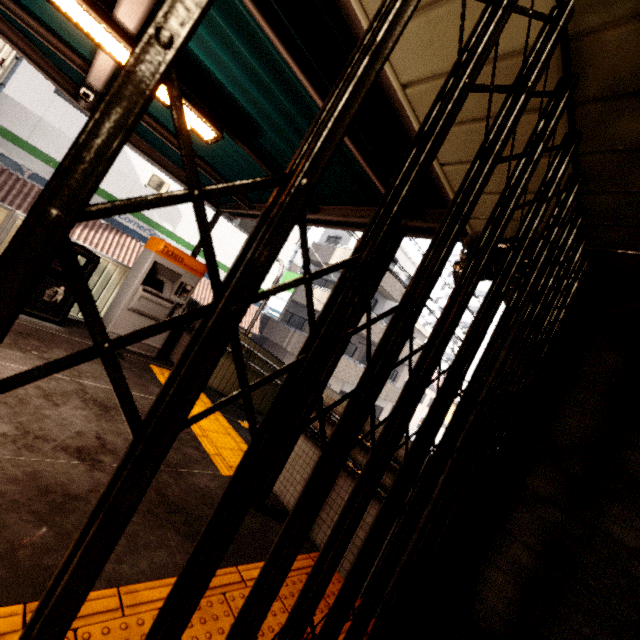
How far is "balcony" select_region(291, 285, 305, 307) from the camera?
20.4 meters

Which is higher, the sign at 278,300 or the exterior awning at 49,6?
the exterior awning at 49,6

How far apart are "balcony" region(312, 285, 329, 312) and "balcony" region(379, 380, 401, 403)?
1.6 meters

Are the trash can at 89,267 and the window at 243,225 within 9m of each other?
no

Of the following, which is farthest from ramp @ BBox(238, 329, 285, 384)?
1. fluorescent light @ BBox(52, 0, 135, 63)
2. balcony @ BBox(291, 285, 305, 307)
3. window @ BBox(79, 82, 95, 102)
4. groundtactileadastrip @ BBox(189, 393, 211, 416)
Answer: balcony @ BBox(291, 285, 305, 307)

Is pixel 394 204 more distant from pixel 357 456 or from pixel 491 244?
pixel 357 456

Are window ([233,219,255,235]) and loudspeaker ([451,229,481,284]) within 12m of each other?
no

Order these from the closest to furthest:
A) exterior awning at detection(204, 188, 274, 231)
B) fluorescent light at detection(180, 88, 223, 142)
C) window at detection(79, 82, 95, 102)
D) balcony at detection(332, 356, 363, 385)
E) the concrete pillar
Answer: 1. the concrete pillar
2. fluorescent light at detection(180, 88, 223, 142)
3. window at detection(79, 82, 95, 102)
4. exterior awning at detection(204, 188, 274, 231)
5. balcony at detection(332, 356, 363, 385)
